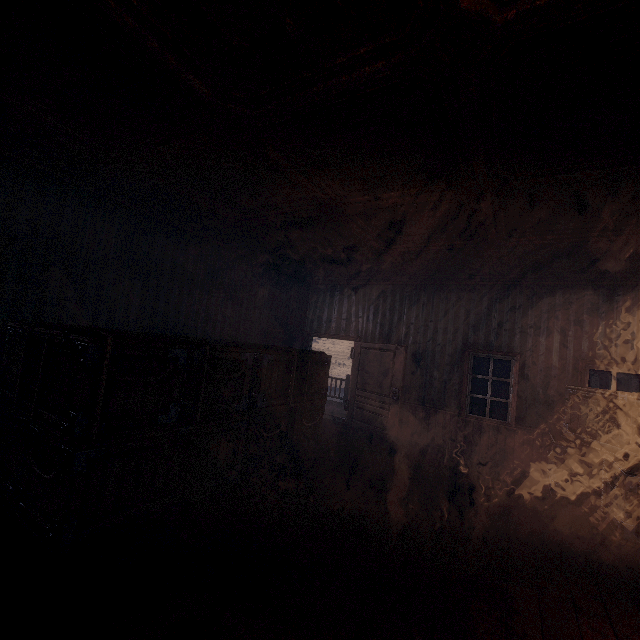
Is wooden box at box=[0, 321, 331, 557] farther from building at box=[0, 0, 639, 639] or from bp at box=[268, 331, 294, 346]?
bp at box=[268, 331, 294, 346]

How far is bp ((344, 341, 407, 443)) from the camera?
7.3 meters

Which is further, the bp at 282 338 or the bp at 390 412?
the bp at 282 338

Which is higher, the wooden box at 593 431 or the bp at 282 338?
the bp at 282 338

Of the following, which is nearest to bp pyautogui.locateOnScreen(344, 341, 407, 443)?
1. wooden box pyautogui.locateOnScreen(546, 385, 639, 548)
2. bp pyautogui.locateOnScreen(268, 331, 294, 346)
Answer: bp pyautogui.locateOnScreen(268, 331, 294, 346)

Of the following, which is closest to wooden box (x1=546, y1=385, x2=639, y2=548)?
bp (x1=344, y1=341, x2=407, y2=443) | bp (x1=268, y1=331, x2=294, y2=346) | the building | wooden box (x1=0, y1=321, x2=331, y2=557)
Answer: the building

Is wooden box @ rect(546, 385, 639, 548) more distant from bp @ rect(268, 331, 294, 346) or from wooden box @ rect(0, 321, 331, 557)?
bp @ rect(268, 331, 294, 346)

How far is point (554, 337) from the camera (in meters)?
6.41
